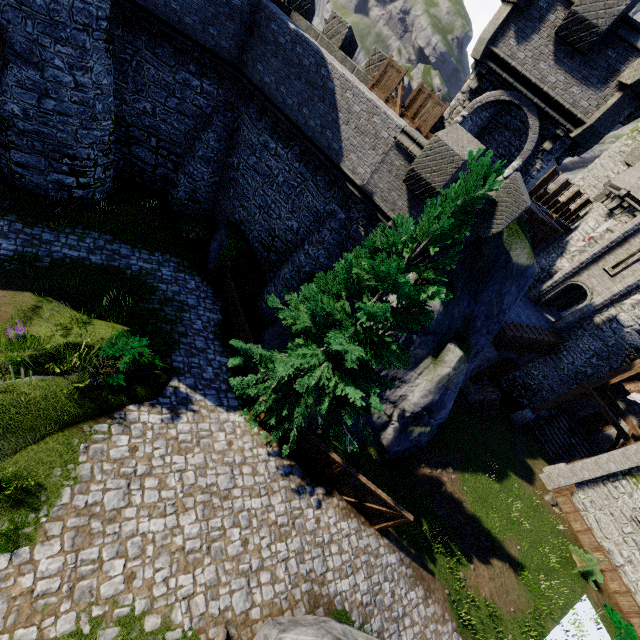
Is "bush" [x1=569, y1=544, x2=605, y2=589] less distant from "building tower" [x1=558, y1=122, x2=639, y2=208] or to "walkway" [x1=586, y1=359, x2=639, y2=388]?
"walkway" [x1=586, y1=359, x2=639, y2=388]

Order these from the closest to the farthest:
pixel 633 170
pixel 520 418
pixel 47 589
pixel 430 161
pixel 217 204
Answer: pixel 47 589 < pixel 430 161 < pixel 217 204 < pixel 633 170 < pixel 520 418

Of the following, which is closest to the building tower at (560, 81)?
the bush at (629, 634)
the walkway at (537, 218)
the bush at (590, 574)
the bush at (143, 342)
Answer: the walkway at (537, 218)

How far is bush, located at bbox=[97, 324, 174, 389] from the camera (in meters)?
8.92

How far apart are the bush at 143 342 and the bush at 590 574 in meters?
23.5

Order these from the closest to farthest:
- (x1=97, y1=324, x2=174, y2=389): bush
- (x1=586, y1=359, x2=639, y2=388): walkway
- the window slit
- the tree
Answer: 1. the tree
2. (x1=97, y1=324, x2=174, y2=389): bush
3. (x1=586, y1=359, x2=639, y2=388): walkway
4. the window slit

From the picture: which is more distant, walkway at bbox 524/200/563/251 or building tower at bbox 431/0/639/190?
walkway at bbox 524/200/563/251

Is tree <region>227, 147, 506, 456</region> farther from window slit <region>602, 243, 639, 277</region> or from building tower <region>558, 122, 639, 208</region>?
building tower <region>558, 122, 639, 208</region>
